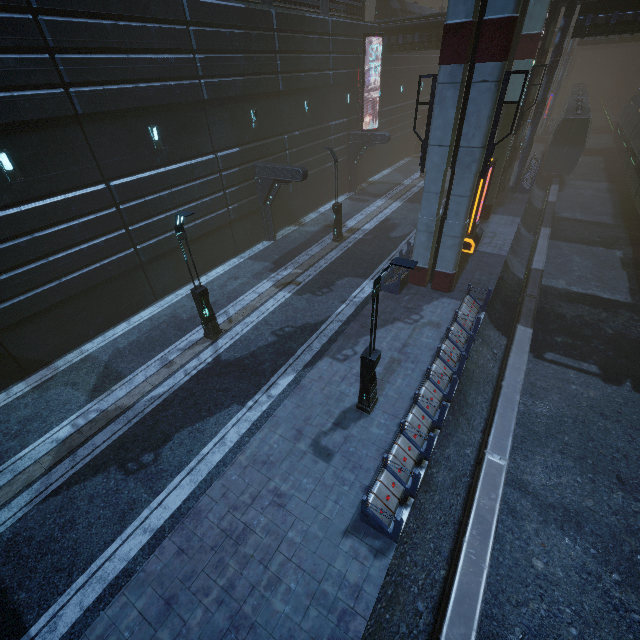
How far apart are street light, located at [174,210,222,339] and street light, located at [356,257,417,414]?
6.7 meters

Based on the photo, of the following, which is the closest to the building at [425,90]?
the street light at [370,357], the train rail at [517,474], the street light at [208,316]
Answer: the train rail at [517,474]

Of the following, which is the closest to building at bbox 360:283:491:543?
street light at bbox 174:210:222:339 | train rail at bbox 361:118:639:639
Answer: train rail at bbox 361:118:639:639

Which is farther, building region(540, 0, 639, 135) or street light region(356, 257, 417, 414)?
building region(540, 0, 639, 135)

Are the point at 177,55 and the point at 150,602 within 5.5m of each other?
no

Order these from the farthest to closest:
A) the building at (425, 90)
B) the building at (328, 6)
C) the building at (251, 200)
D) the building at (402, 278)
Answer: the building at (425, 90)
the building at (328, 6)
the building at (402, 278)
the building at (251, 200)

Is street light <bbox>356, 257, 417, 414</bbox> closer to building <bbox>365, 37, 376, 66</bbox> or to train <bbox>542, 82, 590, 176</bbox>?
building <bbox>365, 37, 376, 66</bbox>

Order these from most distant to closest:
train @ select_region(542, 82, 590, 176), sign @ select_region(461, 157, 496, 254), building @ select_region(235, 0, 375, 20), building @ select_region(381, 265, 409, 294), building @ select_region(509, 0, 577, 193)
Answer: train @ select_region(542, 82, 590, 176) → building @ select_region(509, 0, 577, 193) → building @ select_region(235, 0, 375, 20) → sign @ select_region(461, 157, 496, 254) → building @ select_region(381, 265, 409, 294)
